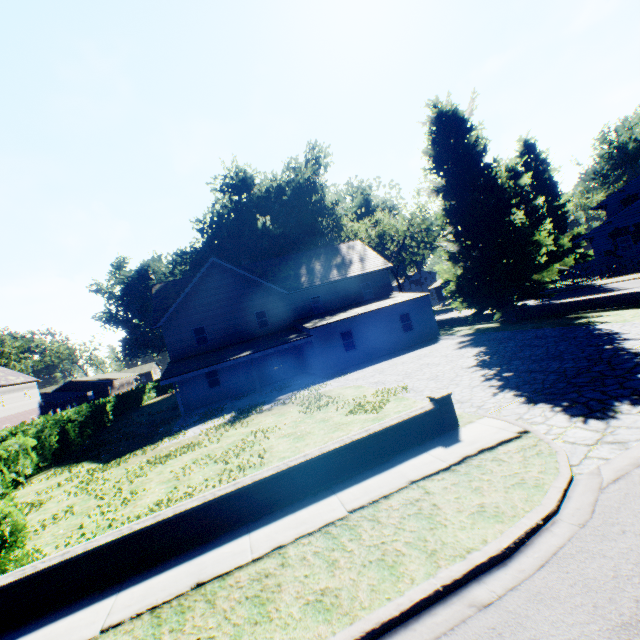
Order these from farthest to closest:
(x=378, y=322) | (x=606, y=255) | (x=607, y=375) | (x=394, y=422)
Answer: (x=606, y=255) → (x=378, y=322) → (x=607, y=375) → (x=394, y=422)

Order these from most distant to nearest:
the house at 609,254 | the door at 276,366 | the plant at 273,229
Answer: the house at 609,254, the door at 276,366, the plant at 273,229

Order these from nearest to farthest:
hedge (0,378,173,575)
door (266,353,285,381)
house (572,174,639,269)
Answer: hedge (0,378,173,575) → door (266,353,285,381) → house (572,174,639,269)

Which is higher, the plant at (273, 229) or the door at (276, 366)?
the plant at (273, 229)

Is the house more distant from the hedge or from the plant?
the hedge

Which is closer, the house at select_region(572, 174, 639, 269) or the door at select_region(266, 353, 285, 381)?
the door at select_region(266, 353, 285, 381)

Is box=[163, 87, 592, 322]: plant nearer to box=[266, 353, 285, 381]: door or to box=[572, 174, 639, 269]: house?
box=[572, 174, 639, 269]: house
